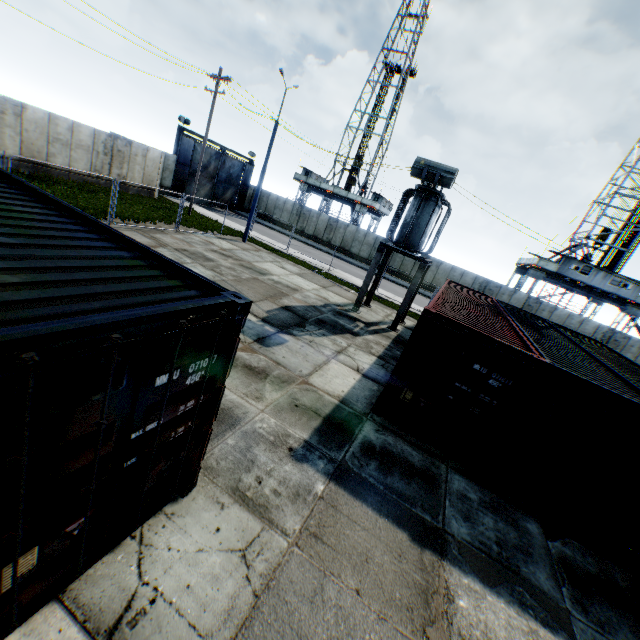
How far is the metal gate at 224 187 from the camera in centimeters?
3269cm

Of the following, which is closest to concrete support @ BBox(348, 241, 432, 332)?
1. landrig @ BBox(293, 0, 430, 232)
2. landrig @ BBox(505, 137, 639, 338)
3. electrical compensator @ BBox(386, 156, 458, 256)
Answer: electrical compensator @ BBox(386, 156, 458, 256)

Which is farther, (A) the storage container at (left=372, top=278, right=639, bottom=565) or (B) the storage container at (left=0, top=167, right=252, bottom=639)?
(A) the storage container at (left=372, top=278, right=639, bottom=565)

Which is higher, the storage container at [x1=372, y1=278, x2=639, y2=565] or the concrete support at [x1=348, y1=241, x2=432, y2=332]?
the concrete support at [x1=348, y1=241, x2=432, y2=332]

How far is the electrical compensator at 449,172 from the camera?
13.0m

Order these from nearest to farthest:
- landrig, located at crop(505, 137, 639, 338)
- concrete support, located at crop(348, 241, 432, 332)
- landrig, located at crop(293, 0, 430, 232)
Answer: concrete support, located at crop(348, 241, 432, 332)
landrig, located at crop(505, 137, 639, 338)
landrig, located at crop(293, 0, 430, 232)

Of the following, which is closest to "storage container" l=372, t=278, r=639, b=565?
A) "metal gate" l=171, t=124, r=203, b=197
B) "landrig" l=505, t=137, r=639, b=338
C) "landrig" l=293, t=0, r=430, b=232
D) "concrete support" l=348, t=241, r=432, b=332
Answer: "concrete support" l=348, t=241, r=432, b=332

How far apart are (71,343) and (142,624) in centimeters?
305cm
